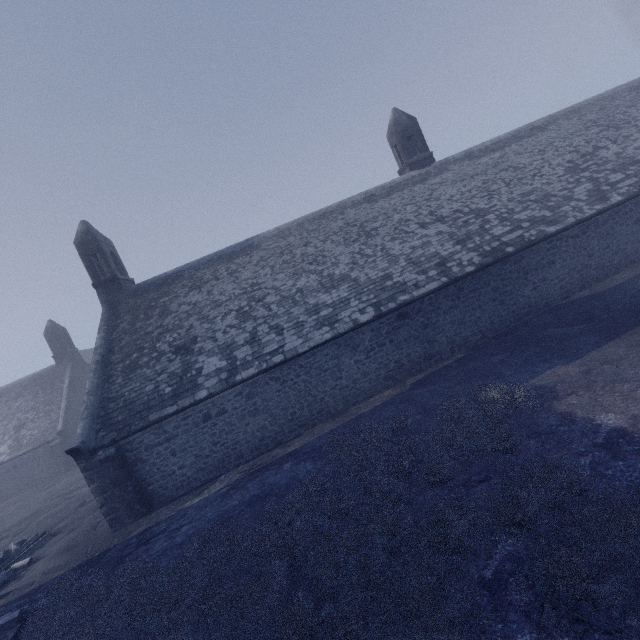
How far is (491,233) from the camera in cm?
1425
